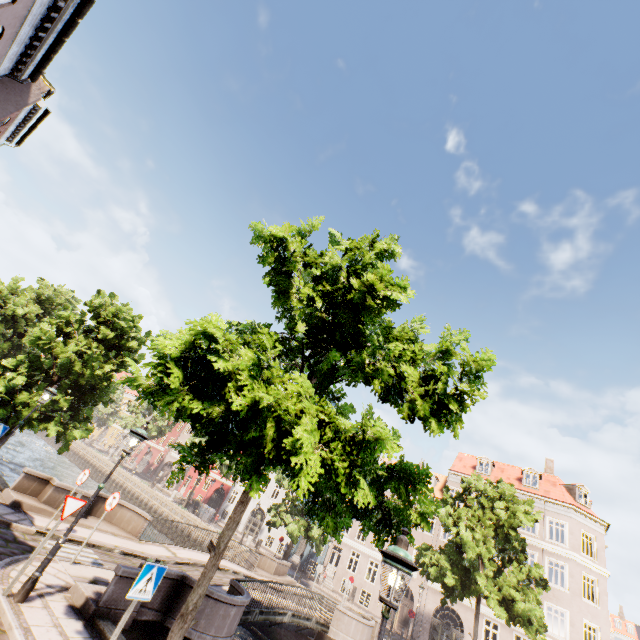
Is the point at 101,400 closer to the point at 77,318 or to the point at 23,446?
the point at 77,318

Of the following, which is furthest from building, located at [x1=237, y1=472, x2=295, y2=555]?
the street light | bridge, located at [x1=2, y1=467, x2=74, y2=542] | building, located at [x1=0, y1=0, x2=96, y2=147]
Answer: building, located at [x1=0, y1=0, x2=96, y2=147]

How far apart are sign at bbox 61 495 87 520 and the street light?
0.07m

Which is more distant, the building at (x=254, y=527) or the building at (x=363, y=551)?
the building at (x=254, y=527)

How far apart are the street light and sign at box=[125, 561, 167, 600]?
3.2 meters

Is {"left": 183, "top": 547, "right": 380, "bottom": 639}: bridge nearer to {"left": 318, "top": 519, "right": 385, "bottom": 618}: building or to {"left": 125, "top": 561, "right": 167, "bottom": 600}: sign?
{"left": 125, "top": 561, "right": 167, "bottom": 600}: sign

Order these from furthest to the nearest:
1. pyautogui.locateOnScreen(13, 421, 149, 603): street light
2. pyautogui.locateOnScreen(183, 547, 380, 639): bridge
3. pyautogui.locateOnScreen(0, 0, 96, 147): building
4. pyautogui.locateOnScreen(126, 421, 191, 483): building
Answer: pyautogui.locateOnScreen(126, 421, 191, 483): building, pyautogui.locateOnScreen(183, 547, 380, 639): bridge, pyautogui.locateOnScreen(0, 0, 96, 147): building, pyautogui.locateOnScreen(13, 421, 149, 603): street light

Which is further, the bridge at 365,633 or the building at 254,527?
the building at 254,527
